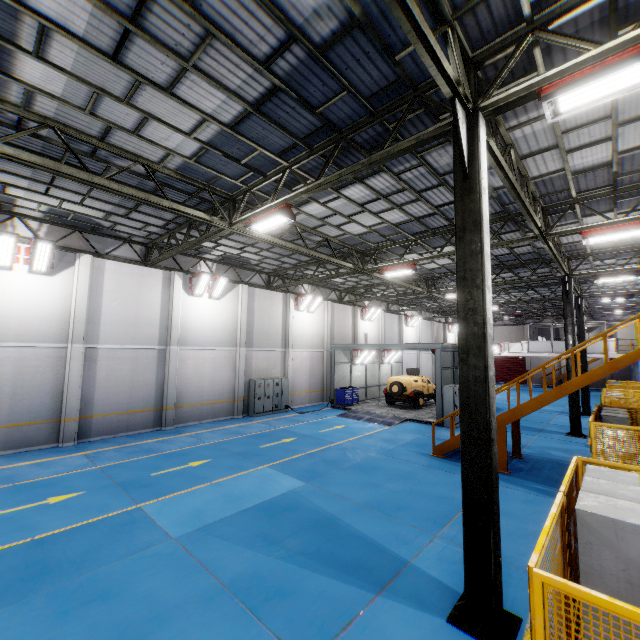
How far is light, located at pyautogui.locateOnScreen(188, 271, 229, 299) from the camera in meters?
17.0 m

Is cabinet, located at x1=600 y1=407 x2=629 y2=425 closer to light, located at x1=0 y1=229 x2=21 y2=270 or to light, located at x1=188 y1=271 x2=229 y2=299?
light, located at x1=188 y1=271 x2=229 y2=299

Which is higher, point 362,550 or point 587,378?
point 587,378

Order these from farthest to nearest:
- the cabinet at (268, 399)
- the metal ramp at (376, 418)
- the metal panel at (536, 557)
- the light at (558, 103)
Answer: the cabinet at (268, 399)
the metal ramp at (376, 418)
the light at (558, 103)
the metal panel at (536, 557)

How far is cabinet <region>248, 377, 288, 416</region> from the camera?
19.38m

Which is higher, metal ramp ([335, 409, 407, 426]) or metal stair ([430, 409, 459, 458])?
metal stair ([430, 409, 459, 458])

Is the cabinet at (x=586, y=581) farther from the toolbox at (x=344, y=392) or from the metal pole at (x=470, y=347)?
the toolbox at (x=344, y=392)

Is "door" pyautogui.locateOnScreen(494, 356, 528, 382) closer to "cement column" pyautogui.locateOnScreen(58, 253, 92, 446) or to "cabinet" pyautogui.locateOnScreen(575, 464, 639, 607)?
"cabinet" pyautogui.locateOnScreen(575, 464, 639, 607)
